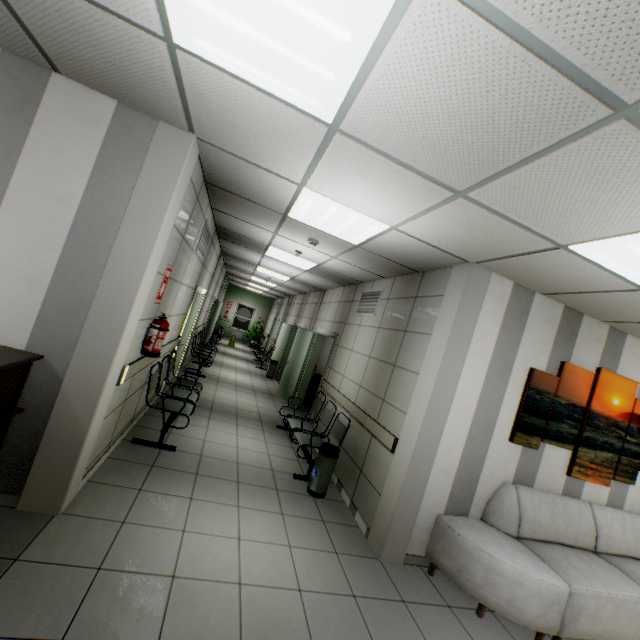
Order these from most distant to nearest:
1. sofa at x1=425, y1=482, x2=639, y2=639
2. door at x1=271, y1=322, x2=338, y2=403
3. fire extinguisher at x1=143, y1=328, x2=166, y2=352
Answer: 1. door at x1=271, y1=322, x2=338, y2=403
2. fire extinguisher at x1=143, y1=328, x2=166, y2=352
3. sofa at x1=425, y1=482, x2=639, y2=639

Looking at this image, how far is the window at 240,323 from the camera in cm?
2042

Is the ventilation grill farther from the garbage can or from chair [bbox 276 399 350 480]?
the garbage can

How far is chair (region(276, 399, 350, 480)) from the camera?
4.58m

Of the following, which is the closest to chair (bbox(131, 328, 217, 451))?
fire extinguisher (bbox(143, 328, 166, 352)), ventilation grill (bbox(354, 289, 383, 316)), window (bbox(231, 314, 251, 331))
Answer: fire extinguisher (bbox(143, 328, 166, 352))

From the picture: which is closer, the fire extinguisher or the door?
the fire extinguisher

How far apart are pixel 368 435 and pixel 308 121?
3.7 meters

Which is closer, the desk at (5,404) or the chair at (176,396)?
the desk at (5,404)
